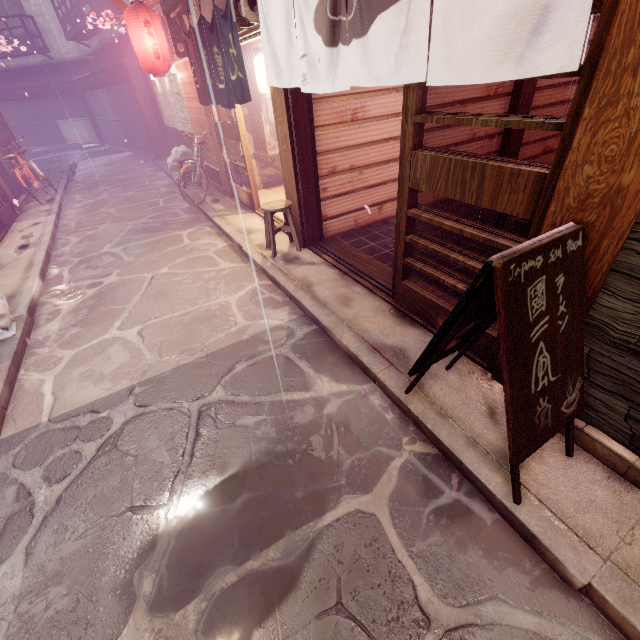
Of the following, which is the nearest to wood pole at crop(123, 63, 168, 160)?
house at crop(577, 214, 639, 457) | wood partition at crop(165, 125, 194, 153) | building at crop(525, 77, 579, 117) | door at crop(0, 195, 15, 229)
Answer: wood partition at crop(165, 125, 194, 153)

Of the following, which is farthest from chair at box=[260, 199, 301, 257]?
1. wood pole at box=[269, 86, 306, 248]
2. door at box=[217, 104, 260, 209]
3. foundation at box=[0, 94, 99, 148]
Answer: foundation at box=[0, 94, 99, 148]

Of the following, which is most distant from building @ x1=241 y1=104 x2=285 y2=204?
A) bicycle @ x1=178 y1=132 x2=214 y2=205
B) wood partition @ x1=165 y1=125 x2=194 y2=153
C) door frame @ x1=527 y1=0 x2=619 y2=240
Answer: wood partition @ x1=165 y1=125 x2=194 y2=153

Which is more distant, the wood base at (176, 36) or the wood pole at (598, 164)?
the wood base at (176, 36)

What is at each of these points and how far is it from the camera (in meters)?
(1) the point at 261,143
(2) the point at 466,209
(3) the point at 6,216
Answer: (1) wood partition, 13.80
(2) building, 11.12
(3) door, 14.39

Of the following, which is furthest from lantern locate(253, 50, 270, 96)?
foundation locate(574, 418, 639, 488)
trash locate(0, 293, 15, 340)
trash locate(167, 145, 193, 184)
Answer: foundation locate(574, 418, 639, 488)

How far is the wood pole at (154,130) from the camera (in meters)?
21.62

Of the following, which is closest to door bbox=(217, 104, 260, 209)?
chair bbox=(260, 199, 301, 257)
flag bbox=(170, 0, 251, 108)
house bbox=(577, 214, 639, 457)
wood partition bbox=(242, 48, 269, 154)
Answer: flag bbox=(170, 0, 251, 108)
